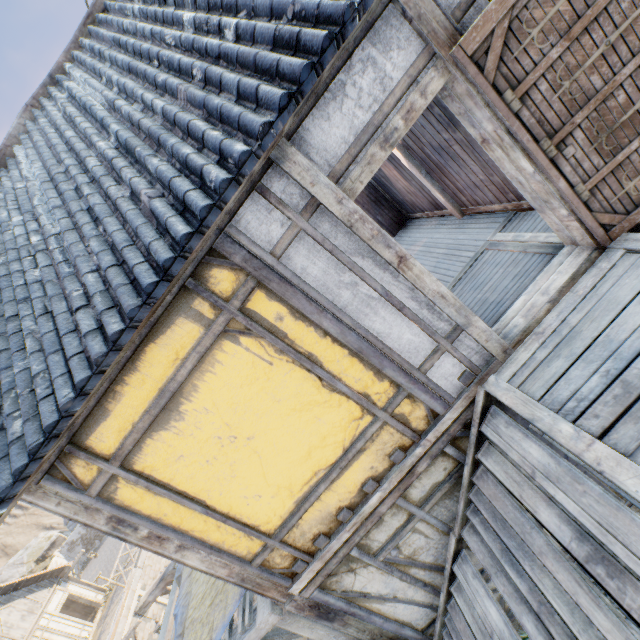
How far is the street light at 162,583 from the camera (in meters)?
6.77

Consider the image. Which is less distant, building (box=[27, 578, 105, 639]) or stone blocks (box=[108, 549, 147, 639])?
stone blocks (box=[108, 549, 147, 639])

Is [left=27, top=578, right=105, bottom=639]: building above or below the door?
below

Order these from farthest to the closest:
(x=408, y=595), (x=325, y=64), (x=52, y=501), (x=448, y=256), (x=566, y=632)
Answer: (x=448, y=256) < (x=408, y=595) < (x=52, y=501) < (x=566, y=632) < (x=325, y=64)

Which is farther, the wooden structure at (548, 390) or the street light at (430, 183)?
the street light at (430, 183)

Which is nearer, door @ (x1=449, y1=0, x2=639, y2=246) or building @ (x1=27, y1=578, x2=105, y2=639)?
door @ (x1=449, y1=0, x2=639, y2=246)

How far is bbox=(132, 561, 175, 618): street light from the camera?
6.8 meters

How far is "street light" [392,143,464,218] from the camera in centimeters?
533cm
